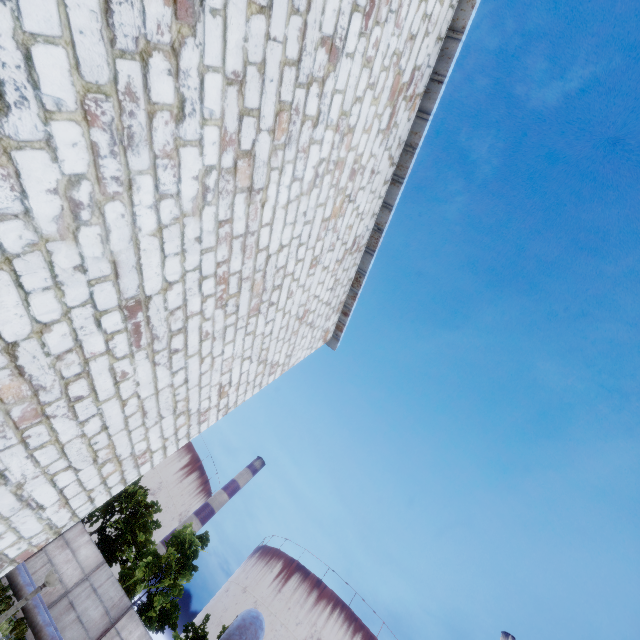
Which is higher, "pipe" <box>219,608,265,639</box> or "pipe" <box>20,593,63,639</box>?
"pipe" <box>219,608,265,639</box>

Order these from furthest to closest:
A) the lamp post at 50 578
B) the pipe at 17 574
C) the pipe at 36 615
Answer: the pipe at 17 574, the pipe at 36 615, the lamp post at 50 578

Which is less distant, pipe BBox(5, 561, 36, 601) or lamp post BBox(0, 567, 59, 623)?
lamp post BBox(0, 567, 59, 623)

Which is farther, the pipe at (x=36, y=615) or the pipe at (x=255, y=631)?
the pipe at (x=36, y=615)

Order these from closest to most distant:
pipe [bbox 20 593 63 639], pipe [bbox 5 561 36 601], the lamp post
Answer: the lamp post
pipe [bbox 20 593 63 639]
pipe [bbox 5 561 36 601]

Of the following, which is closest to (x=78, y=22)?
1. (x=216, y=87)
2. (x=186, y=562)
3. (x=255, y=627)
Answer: (x=216, y=87)

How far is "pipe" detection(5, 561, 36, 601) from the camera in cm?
1423

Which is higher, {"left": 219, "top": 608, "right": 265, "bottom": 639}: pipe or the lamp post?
{"left": 219, "top": 608, "right": 265, "bottom": 639}: pipe
